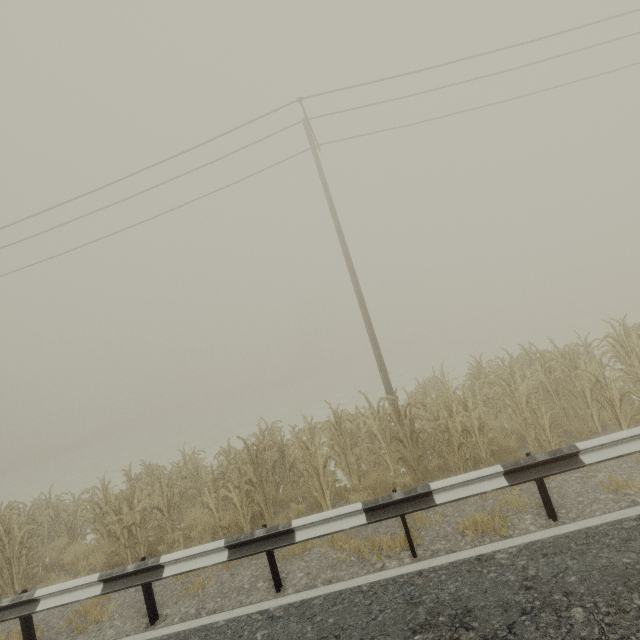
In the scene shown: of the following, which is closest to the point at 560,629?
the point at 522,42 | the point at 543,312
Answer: the point at 522,42

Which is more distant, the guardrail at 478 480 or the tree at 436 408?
the tree at 436 408

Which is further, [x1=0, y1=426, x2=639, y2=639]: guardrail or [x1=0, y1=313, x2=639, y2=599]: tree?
[x1=0, y1=313, x2=639, y2=599]: tree
